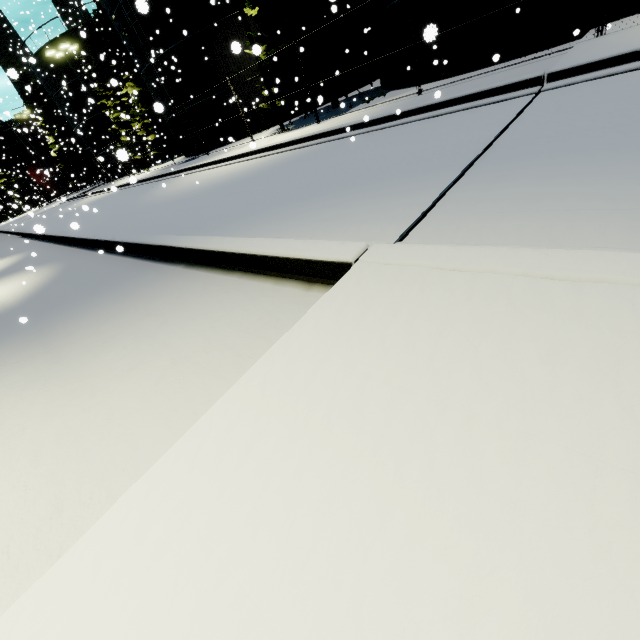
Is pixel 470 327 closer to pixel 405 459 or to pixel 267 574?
pixel 405 459

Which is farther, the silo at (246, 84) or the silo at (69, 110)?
the silo at (69, 110)

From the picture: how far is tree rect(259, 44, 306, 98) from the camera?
15.1m

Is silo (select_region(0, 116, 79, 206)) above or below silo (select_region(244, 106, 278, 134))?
above

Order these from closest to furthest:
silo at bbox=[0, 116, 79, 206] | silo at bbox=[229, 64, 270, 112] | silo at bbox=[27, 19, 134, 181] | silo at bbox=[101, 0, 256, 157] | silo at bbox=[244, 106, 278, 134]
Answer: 1. silo at bbox=[101, 0, 256, 157]
2. silo at bbox=[229, 64, 270, 112]
3. silo at bbox=[244, 106, 278, 134]
4. silo at bbox=[27, 19, 134, 181]
5. silo at bbox=[0, 116, 79, 206]

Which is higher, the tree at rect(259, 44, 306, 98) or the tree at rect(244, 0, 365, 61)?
the tree at rect(244, 0, 365, 61)
